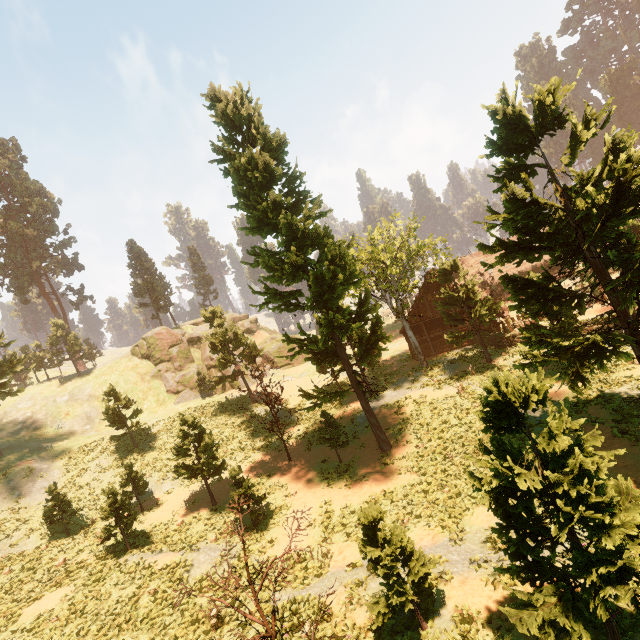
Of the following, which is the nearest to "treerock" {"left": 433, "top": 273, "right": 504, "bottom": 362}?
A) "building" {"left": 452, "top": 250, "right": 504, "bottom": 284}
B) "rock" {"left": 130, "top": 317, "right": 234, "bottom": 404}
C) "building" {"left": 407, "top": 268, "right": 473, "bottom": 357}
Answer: "building" {"left": 452, "top": 250, "right": 504, "bottom": 284}

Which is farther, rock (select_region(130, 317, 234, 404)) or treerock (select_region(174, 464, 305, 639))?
rock (select_region(130, 317, 234, 404))

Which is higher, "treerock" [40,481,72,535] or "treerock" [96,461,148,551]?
"treerock" [40,481,72,535]

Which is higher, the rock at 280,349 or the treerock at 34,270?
the treerock at 34,270

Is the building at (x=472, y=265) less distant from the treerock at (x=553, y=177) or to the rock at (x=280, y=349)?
the treerock at (x=553, y=177)

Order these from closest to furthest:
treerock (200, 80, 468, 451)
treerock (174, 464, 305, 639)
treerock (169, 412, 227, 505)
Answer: treerock (174, 464, 305, 639) → treerock (200, 80, 468, 451) → treerock (169, 412, 227, 505)

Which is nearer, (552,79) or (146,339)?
(552,79)
